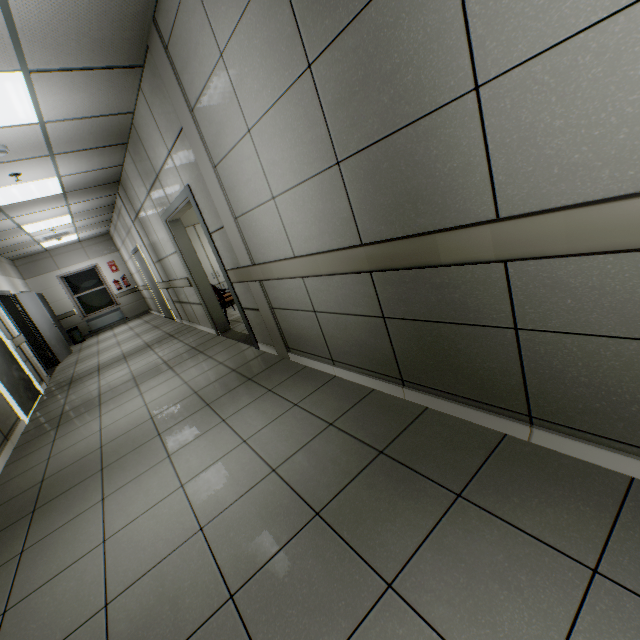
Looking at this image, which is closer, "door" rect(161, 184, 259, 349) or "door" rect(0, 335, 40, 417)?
"door" rect(161, 184, 259, 349)

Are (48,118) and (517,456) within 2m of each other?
no

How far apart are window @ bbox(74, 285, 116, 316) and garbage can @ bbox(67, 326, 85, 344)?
0.5 meters

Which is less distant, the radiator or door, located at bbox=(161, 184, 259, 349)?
door, located at bbox=(161, 184, 259, 349)

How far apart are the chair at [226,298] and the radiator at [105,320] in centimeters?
826cm

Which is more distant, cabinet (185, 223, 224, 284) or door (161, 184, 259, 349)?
cabinet (185, 223, 224, 284)

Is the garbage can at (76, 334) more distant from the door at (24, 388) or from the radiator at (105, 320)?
the door at (24, 388)

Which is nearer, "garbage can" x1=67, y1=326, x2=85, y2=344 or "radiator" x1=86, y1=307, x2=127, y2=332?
"garbage can" x1=67, y1=326, x2=85, y2=344
